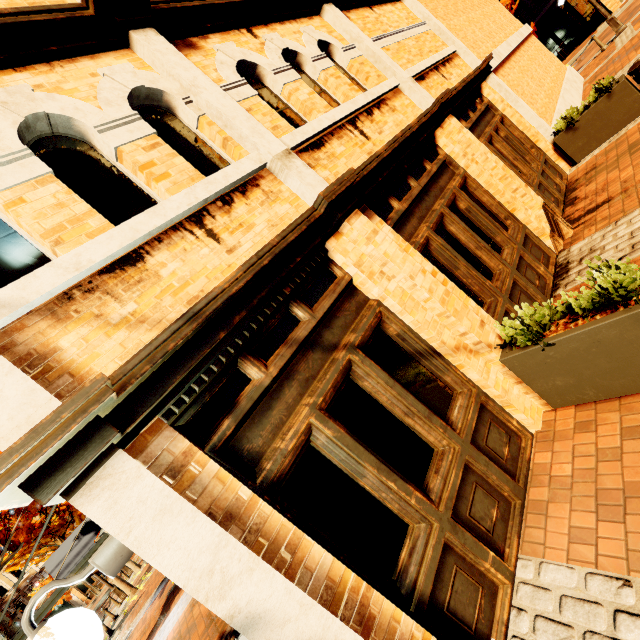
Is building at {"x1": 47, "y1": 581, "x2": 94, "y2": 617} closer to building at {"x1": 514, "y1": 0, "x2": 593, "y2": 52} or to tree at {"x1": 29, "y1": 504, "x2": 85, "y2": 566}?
A: tree at {"x1": 29, "y1": 504, "x2": 85, "y2": 566}

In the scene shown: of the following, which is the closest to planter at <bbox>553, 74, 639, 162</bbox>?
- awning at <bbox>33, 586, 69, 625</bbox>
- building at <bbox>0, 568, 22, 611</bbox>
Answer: awning at <bbox>33, 586, 69, 625</bbox>

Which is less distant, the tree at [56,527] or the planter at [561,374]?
the planter at [561,374]

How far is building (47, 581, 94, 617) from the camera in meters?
33.3

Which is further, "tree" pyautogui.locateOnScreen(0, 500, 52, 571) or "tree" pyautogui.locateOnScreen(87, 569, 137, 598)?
"tree" pyautogui.locateOnScreen(87, 569, 137, 598)

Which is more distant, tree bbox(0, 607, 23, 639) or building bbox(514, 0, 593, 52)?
building bbox(514, 0, 593, 52)

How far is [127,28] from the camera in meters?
3.2

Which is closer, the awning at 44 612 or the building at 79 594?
the awning at 44 612
